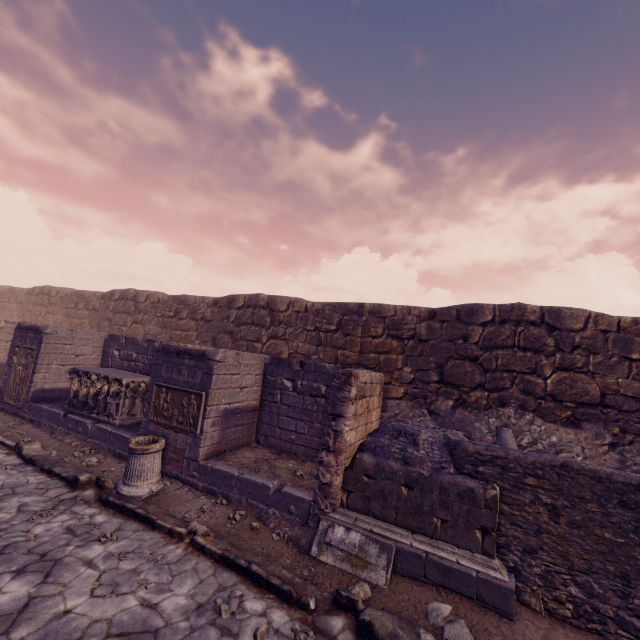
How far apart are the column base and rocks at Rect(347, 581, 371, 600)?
4.1 meters

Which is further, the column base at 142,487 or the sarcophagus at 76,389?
the sarcophagus at 76,389

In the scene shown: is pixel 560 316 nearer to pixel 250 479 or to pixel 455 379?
pixel 455 379

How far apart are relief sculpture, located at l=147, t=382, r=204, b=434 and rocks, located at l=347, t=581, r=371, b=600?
4.0m

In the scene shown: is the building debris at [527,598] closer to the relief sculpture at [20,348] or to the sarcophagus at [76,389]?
the sarcophagus at [76,389]

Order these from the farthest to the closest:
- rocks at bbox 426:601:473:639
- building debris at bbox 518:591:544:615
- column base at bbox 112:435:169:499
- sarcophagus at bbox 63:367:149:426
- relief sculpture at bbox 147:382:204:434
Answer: sarcophagus at bbox 63:367:149:426 → relief sculpture at bbox 147:382:204:434 → column base at bbox 112:435:169:499 → building debris at bbox 518:591:544:615 → rocks at bbox 426:601:473:639

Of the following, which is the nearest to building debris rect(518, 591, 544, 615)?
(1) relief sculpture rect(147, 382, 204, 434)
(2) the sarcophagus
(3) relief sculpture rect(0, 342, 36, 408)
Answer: (1) relief sculpture rect(147, 382, 204, 434)

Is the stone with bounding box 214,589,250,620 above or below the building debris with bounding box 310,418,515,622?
below
